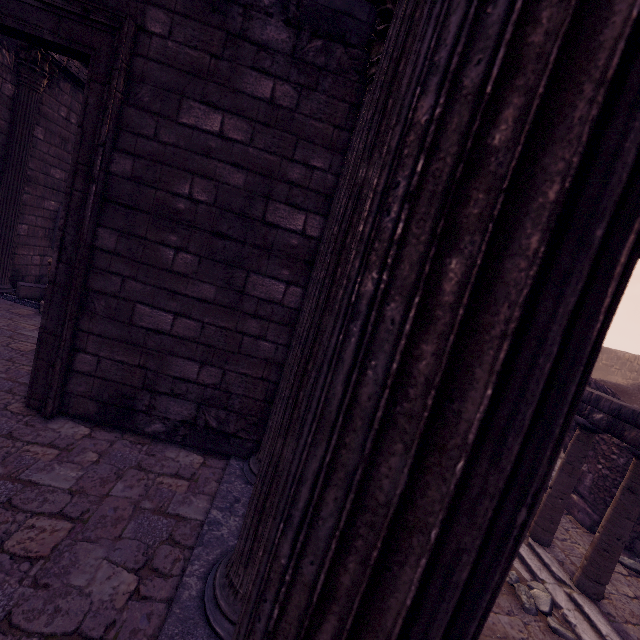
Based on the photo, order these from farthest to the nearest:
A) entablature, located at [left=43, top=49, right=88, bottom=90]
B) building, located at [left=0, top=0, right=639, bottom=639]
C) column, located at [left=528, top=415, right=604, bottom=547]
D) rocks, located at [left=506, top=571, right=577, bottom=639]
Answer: entablature, located at [left=43, top=49, right=88, bottom=90] < column, located at [left=528, top=415, right=604, bottom=547] < rocks, located at [left=506, top=571, right=577, bottom=639] < building, located at [left=0, top=0, right=639, bottom=639]

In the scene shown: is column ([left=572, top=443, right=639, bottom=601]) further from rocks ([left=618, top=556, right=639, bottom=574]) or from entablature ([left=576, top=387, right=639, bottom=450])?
rocks ([left=618, top=556, right=639, bottom=574])

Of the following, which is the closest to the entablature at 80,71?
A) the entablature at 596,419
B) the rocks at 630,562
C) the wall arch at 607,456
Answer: the entablature at 596,419

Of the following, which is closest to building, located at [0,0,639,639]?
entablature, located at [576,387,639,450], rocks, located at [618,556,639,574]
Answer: entablature, located at [576,387,639,450]

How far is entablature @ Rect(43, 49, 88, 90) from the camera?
6.4 meters

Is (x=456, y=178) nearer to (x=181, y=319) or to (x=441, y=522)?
(x=441, y=522)

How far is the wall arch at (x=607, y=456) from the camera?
6.9m

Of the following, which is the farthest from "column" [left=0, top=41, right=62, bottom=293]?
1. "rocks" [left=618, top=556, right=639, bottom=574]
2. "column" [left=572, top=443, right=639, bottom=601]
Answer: "rocks" [left=618, top=556, right=639, bottom=574]
